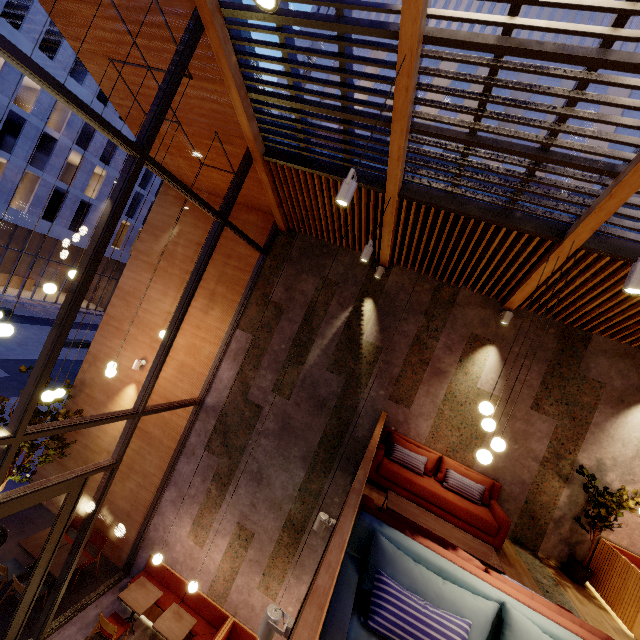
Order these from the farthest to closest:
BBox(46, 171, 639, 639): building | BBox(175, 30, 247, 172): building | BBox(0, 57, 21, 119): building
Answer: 1. BBox(0, 57, 21, 119): building
2. BBox(46, 171, 639, 639): building
3. BBox(175, 30, 247, 172): building

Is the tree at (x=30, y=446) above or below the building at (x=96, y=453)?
above

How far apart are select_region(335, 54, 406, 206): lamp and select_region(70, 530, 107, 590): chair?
9.28m

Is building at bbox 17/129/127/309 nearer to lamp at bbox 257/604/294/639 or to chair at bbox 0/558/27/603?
chair at bbox 0/558/27/603

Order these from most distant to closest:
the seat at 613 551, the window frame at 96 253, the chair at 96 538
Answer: the chair at 96 538 → the seat at 613 551 → the window frame at 96 253

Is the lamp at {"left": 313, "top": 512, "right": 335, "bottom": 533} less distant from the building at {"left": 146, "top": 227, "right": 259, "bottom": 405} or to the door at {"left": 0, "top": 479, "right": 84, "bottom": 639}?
the building at {"left": 146, "top": 227, "right": 259, "bottom": 405}

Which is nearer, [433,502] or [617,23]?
[617,23]

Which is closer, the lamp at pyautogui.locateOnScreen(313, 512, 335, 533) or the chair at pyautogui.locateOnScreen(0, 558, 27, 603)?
the lamp at pyautogui.locateOnScreen(313, 512, 335, 533)
